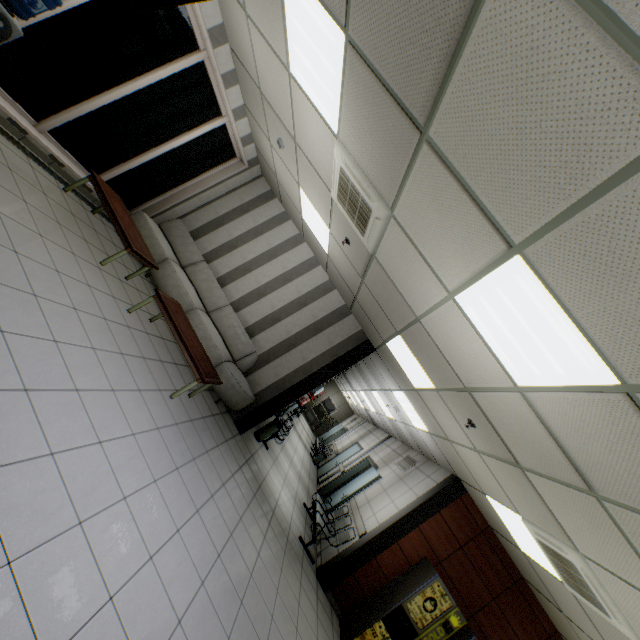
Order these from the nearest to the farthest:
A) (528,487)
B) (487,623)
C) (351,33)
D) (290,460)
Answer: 1. (351,33)
2. (528,487)
3. (487,623)
4. (290,460)

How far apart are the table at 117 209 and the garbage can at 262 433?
4.2 meters

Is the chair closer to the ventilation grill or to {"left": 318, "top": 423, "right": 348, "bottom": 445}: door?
the ventilation grill

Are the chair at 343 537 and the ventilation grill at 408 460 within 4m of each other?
yes

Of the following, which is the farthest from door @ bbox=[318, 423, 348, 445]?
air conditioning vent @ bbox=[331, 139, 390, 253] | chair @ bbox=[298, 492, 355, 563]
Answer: air conditioning vent @ bbox=[331, 139, 390, 253]

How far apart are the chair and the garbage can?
1.9m

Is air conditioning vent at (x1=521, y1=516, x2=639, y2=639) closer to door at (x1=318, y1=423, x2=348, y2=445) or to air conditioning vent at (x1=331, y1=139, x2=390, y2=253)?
air conditioning vent at (x1=331, y1=139, x2=390, y2=253)

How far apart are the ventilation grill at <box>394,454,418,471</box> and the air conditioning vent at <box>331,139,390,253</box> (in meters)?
6.43
